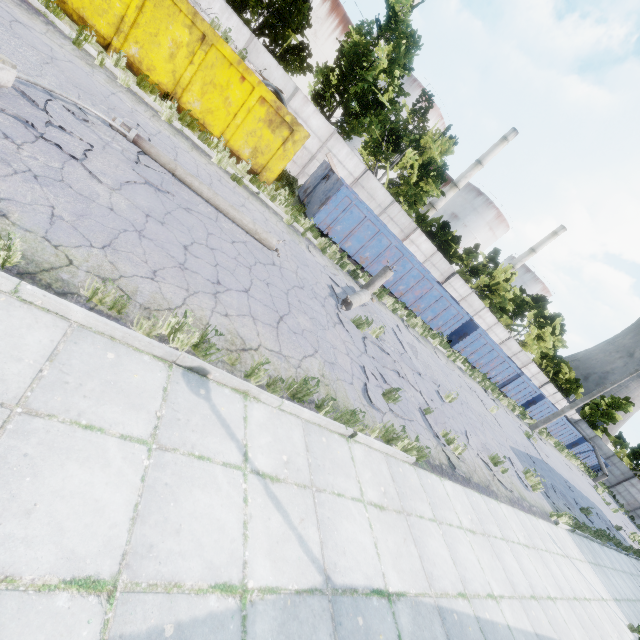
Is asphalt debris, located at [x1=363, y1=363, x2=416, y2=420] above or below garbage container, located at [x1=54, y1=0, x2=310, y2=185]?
below

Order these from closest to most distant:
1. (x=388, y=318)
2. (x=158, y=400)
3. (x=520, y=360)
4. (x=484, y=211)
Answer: (x=158, y=400), (x=388, y=318), (x=520, y=360), (x=484, y=211)

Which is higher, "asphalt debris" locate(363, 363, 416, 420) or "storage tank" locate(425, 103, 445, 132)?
"storage tank" locate(425, 103, 445, 132)

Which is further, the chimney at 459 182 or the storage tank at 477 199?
the storage tank at 477 199

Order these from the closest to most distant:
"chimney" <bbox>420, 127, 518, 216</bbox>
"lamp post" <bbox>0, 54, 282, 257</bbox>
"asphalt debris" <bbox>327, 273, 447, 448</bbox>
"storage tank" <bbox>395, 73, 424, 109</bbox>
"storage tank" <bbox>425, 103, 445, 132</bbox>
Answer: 1. "lamp post" <bbox>0, 54, 282, 257</bbox>
2. "asphalt debris" <bbox>327, 273, 447, 448</bbox>
3. "storage tank" <bbox>395, 73, 424, 109</bbox>
4. "storage tank" <bbox>425, 103, 445, 132</bbox>
5. "chimney" <bbox>420, 127, 518, 216</bbox>

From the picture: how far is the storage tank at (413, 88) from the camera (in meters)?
43.72

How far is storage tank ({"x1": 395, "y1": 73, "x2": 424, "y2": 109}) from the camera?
43.7m

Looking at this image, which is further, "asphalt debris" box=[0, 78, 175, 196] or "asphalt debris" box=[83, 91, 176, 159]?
"asphalt debris" box=[83, 91, 176, 159]
